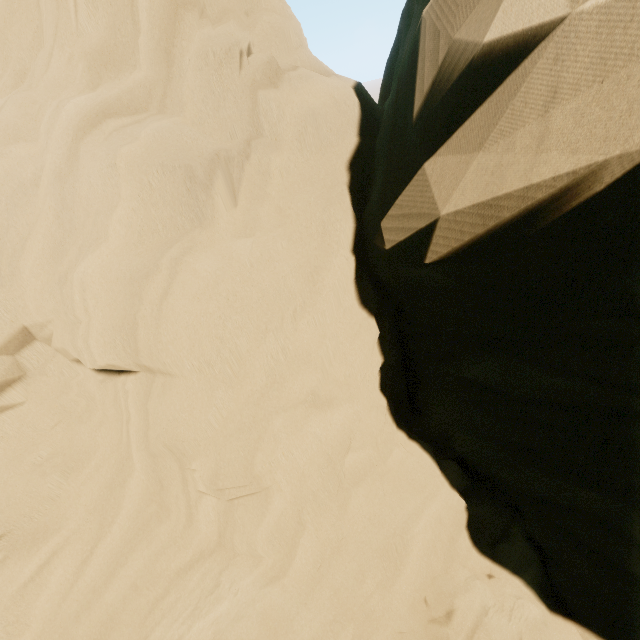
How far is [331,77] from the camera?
6.7 meters
